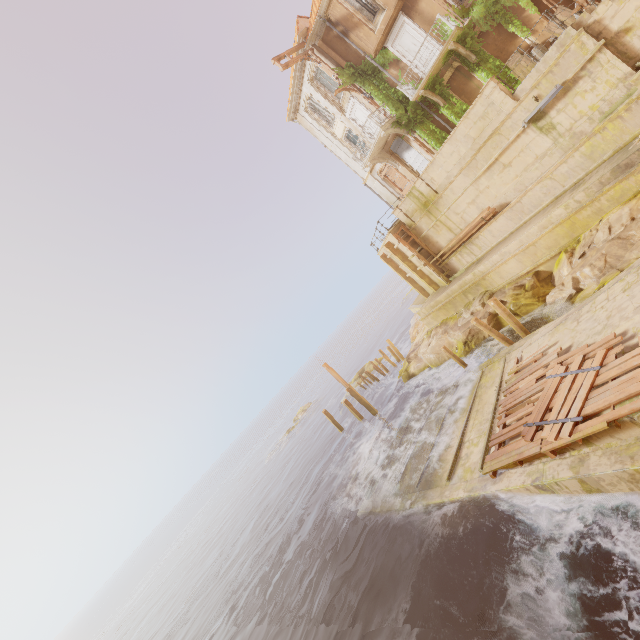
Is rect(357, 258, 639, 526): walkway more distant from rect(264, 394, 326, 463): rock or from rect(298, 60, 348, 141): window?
rect(264, 394, 326, 463): rock

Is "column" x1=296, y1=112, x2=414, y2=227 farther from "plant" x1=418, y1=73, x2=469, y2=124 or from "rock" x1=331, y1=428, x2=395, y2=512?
"rock" x1=331, y1=428, x2=395, y2=512

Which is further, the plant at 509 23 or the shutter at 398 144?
the shutter at 398 144

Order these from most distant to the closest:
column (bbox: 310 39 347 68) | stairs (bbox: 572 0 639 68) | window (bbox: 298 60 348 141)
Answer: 1. window (bbox: 298 60 348 141)
2. column (bbox: 310 39 347 68)
3. stairs (bbox: 572 0 639 68)

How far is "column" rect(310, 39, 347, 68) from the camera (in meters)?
20.88

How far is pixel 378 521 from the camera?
13.7m

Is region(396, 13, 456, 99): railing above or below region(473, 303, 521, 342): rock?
above

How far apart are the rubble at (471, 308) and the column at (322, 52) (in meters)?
16.25
